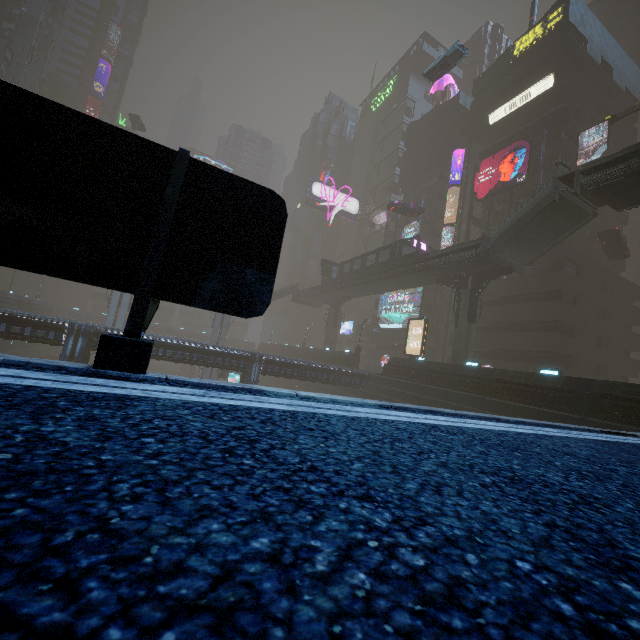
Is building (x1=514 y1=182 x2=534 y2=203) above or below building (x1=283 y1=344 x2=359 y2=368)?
above

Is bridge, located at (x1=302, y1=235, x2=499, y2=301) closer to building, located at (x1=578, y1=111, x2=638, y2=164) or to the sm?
the sm

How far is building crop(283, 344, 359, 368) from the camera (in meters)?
41.19

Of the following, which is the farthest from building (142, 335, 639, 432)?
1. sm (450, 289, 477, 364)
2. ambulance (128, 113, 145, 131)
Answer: ambulance (128, 113, 145, 131)

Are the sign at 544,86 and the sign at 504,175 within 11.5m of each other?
yes

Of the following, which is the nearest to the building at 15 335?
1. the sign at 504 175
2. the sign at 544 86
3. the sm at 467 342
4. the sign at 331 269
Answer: the sign at 544 86

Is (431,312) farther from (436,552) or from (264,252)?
(436,552)

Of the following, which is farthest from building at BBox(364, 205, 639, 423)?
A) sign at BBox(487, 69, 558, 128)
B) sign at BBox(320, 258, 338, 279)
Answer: sign at BBox(320, 258, 338, 279)
